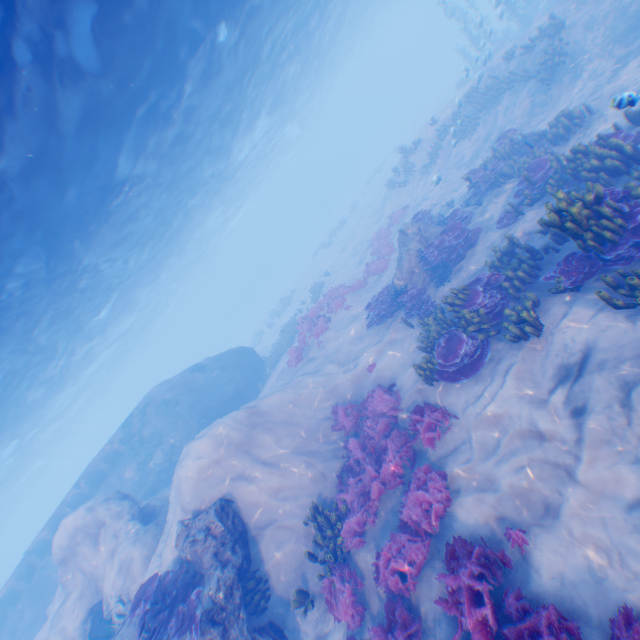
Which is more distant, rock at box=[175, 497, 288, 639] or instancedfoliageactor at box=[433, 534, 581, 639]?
rock at box=[175, 497, 288, 639]

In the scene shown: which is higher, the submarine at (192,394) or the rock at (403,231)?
the submarine at (192,394)

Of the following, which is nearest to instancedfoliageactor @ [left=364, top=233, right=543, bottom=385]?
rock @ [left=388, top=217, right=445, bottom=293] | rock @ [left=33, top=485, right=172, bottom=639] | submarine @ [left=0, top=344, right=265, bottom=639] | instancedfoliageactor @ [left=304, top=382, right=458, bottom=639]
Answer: instancedfoliageactor @ [left=304, top=382, right=458, bottom=639]

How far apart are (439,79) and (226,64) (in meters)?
50.89

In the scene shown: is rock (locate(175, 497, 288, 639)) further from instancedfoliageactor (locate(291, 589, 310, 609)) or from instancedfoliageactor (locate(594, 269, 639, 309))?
instancedfoliageactor (locate(594, 269, 639, 309))

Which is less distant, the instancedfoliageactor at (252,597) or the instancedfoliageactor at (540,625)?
the instancedfoliageactor at (540,625)

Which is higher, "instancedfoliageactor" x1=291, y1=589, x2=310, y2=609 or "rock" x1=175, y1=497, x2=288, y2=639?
"rock" x1=175, y1=497, x2=288, y2=639

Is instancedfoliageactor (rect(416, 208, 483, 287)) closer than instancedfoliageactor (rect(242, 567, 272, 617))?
No
